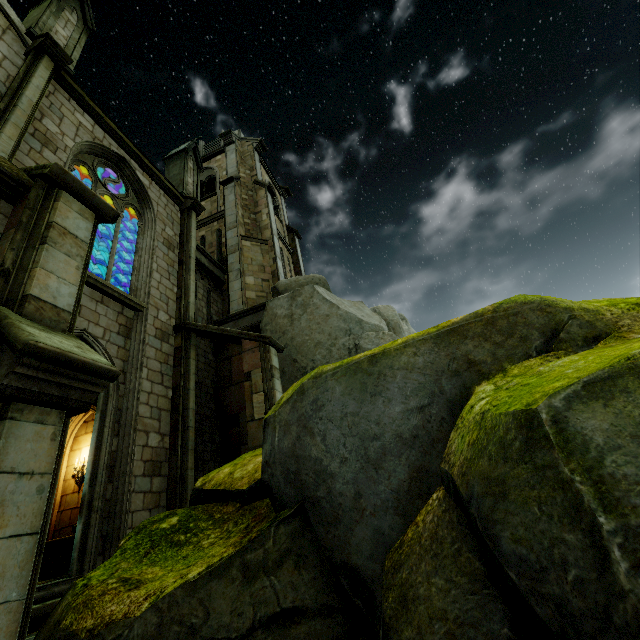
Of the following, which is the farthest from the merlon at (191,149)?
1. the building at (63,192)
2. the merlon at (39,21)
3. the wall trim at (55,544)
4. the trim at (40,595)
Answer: the trim at (40,595)

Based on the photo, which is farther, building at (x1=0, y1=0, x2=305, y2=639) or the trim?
the trim

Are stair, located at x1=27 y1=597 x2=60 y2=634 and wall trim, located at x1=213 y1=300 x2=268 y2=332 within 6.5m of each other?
no

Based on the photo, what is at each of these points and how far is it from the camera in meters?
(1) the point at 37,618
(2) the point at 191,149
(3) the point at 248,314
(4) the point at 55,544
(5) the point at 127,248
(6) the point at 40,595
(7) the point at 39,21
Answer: (1) stair, 5.2 m
(2) merlon, 16.4 m
(3) wall trim, 13.6 m
(4) wall trim, 8.5 m
(5) building, 13.2 m
(6) trim, 5.6 m
(7) merlon, 9.2 m

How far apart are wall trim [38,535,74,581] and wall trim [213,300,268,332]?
6.73m

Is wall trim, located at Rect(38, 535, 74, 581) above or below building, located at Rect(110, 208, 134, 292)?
below

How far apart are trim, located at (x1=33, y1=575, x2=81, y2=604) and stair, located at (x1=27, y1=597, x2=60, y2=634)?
0.0 meters

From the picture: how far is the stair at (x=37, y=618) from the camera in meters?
5.2 m
